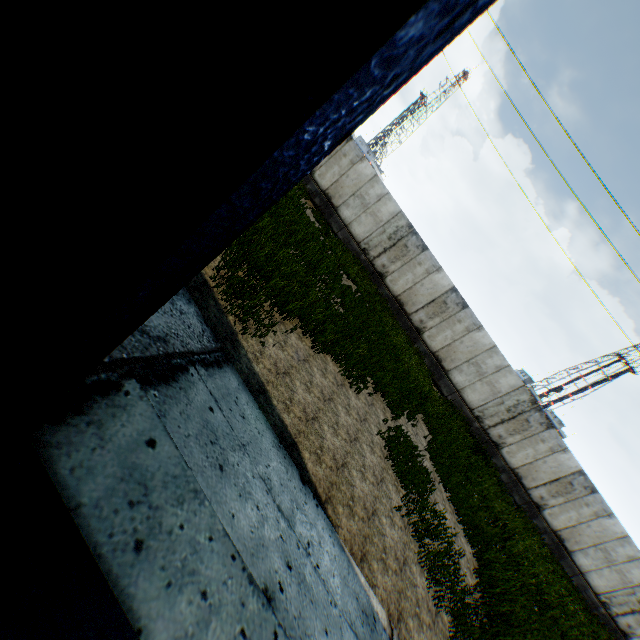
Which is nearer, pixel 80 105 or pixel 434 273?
pixel 80 105
